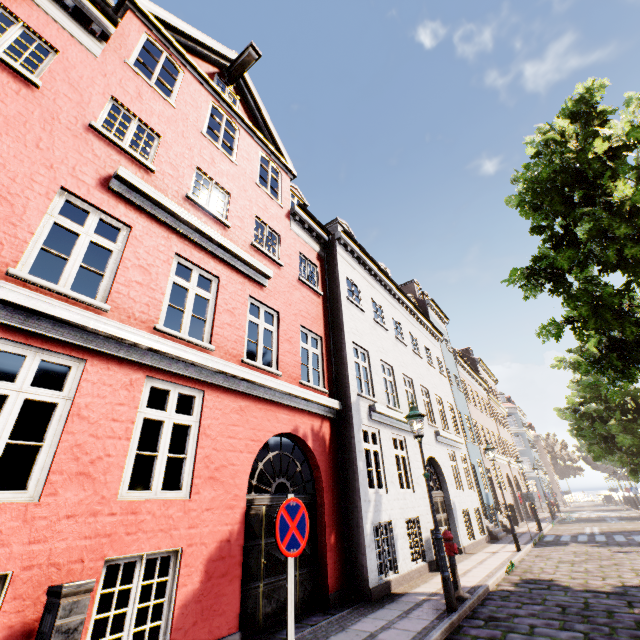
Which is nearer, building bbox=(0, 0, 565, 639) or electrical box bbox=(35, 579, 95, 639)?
electrical box bbox=(35, 579, 95, 639)

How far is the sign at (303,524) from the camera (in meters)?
3.26

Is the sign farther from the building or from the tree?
the building

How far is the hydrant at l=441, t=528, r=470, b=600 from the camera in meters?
6.8

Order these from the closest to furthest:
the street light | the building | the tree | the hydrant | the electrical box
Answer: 1. the electrical box
2. the building
3. the street light
4. the hydrant
5. the tree

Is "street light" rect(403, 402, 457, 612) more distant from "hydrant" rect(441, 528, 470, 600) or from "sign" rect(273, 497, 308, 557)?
"sign" rect(273, 497, 308, 557)

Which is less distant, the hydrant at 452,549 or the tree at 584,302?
the hydrant at 452,549

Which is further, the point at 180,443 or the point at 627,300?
the point at 180,443
